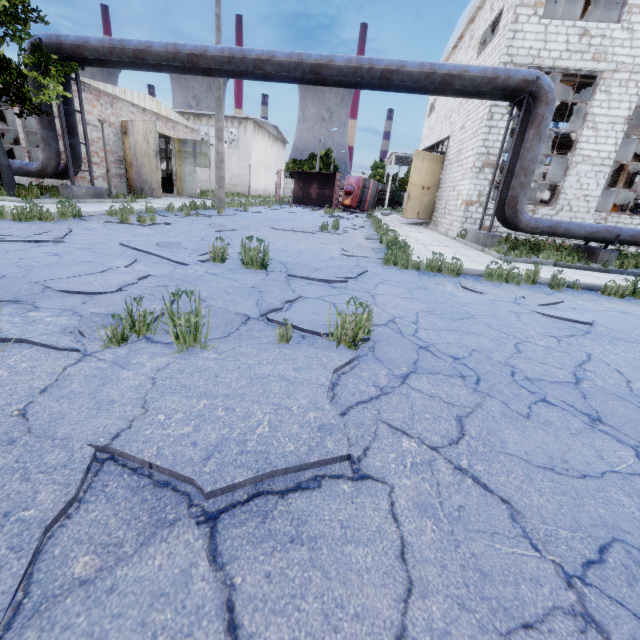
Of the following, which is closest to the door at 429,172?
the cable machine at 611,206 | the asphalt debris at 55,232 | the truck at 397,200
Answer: the cable machine at 611,206

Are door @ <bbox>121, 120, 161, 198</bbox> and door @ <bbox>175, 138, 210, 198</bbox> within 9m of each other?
yes

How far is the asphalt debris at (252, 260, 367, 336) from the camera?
3.16m

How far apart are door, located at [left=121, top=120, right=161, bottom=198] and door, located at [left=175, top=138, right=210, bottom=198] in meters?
5.3 m

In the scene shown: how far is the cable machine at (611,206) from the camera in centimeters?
1706cm

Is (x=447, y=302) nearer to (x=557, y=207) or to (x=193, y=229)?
(x=193, y=229)

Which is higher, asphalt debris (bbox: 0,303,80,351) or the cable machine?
the cable machine

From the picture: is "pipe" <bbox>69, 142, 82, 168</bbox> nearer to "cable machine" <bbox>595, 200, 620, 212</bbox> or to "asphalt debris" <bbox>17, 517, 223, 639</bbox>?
"cable machine" <bbox>595, 200, 620, 212</bbox>
